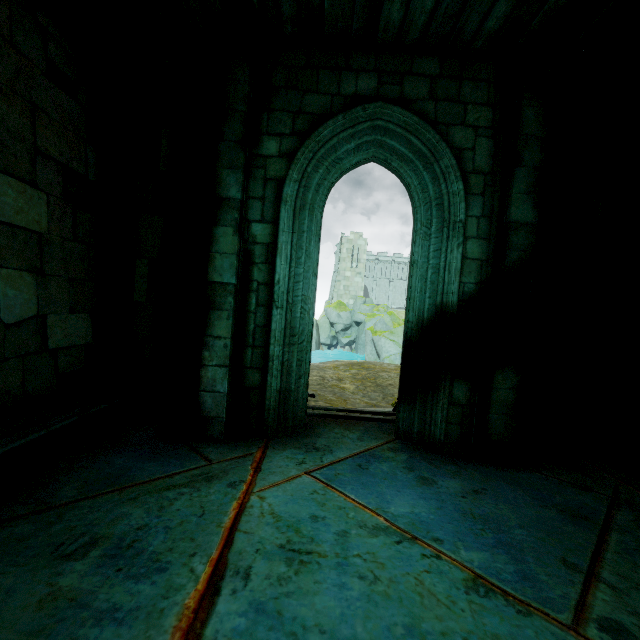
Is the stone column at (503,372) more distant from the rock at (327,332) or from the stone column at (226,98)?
the rock at (327,332)

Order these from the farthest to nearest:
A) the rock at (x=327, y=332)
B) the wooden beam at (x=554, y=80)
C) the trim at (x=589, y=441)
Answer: the rock at (x=327, y=332), the trim at (x=589, y=441), the wooden beam at (x=554, y=80)

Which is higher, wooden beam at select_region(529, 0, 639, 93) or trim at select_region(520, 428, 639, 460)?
wooden beam at select_region(529, 0, 639, 93)

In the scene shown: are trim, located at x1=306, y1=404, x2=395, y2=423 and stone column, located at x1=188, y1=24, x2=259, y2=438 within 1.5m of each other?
yes

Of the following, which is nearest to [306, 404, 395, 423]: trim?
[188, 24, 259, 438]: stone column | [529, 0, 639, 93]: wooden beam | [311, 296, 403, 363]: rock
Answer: [188, 24, 259, 438]: stone column

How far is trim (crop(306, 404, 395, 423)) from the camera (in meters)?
5.13

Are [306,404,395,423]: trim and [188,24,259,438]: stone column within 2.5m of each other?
yes

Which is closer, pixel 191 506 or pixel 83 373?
pixel 191 506
